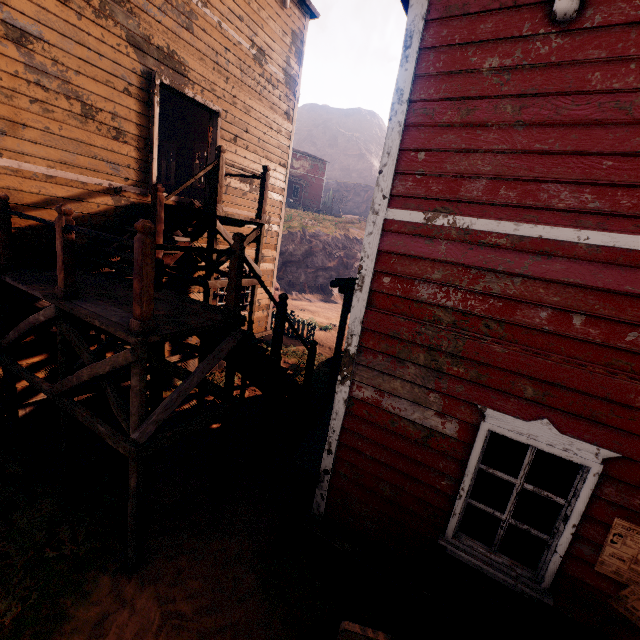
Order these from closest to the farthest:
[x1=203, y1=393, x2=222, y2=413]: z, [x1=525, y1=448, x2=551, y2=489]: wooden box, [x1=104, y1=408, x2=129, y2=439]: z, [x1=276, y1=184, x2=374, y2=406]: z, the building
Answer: the building
[x1=525, y1=448, x2=551, y2=489]: wooden box
[x1=104, y1=408, x2=129, y2=439]: z
[x1=203, y1=393, x2=222, y2=413]: z
[x1=276, y1=184, x2=374, y2=406]: z

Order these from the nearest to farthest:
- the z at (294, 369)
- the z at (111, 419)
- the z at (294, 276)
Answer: the z at (111, 419)
the z at (294, 369)
the z at (294, 276)

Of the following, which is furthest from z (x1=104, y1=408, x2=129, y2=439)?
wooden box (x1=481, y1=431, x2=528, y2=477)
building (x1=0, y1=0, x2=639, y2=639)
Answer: wooden box (x1=481, y1=431, x2=528, y2=477)

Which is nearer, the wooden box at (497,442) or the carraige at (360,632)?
the carraige at (360,632)

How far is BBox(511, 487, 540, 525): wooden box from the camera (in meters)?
3.37

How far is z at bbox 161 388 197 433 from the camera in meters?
7.4

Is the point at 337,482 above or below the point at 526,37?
below
